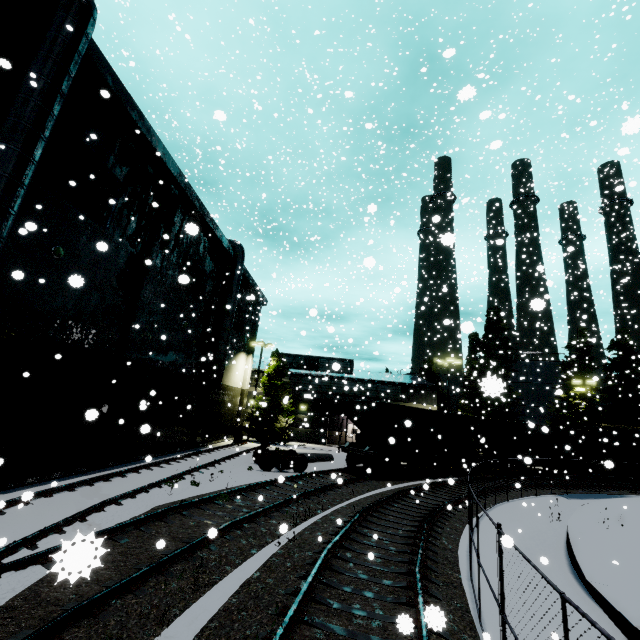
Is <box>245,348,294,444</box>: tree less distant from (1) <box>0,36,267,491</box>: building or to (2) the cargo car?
(1) <box>0,36,267,491</box>: building

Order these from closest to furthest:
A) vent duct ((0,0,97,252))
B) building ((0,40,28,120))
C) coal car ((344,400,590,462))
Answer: vent duct ((0,0,97,252)) < building ((0,40,28,120)) < coal car ((344,400,590,462))

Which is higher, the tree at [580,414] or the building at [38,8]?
the building at [38,8]

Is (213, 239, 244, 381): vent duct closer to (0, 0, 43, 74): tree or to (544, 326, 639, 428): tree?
(0, 0, 43, 74): tree

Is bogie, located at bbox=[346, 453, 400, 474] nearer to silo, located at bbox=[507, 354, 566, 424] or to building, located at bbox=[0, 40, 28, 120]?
building, located at bbox=[0, 40, 28, 120]

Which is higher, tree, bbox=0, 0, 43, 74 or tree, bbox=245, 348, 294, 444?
tree, bbox=0, 0, 43, 74

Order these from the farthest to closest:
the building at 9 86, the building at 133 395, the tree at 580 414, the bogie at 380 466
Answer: the tree at 580 414 < the bogie at 380 466 < the building at 133 395 < the building at 9 86

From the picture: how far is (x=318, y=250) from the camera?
45.59m
